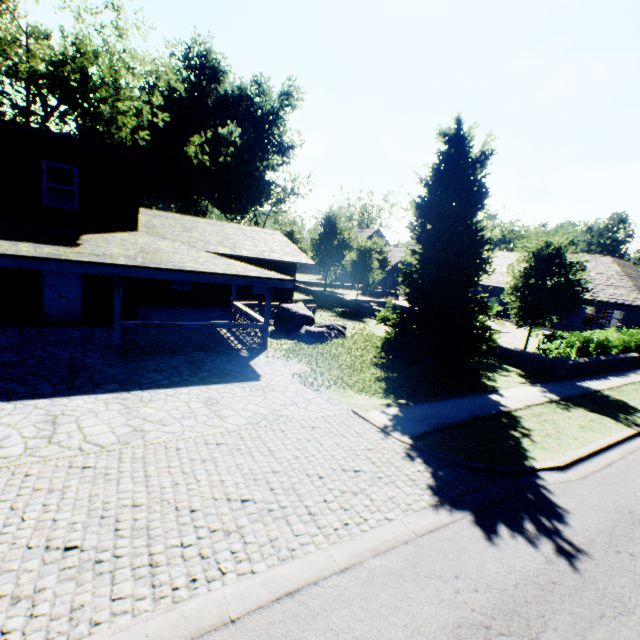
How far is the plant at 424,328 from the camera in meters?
11.4 m

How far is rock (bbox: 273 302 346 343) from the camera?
14.8 meters

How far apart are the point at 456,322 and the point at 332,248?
20.8m

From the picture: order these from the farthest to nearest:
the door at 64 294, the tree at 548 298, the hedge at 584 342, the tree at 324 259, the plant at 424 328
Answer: the tree at 324 259 → the hedge at 584 342 → the tree at 548 298 → the door at 64 294 → the plant at 424 328

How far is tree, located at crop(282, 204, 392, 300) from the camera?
26.9m

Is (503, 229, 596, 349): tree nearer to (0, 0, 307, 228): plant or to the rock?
(0, 0, 307, 228): plant

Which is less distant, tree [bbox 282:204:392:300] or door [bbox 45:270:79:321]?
door [bbox 45:270:79:321]

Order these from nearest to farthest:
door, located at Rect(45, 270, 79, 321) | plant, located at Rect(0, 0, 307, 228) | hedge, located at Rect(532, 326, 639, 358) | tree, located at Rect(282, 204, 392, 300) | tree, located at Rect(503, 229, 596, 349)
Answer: door, located at Rect(45, 270, 79, 321) → tree, located at Rect(503, 229, 596, 349) → hedge, located at Rect(532, 326, 639, 358) → tree, located at Rect(282, 204, 392, 300) → plant, located at Rect(0, 0, 307, 228)
